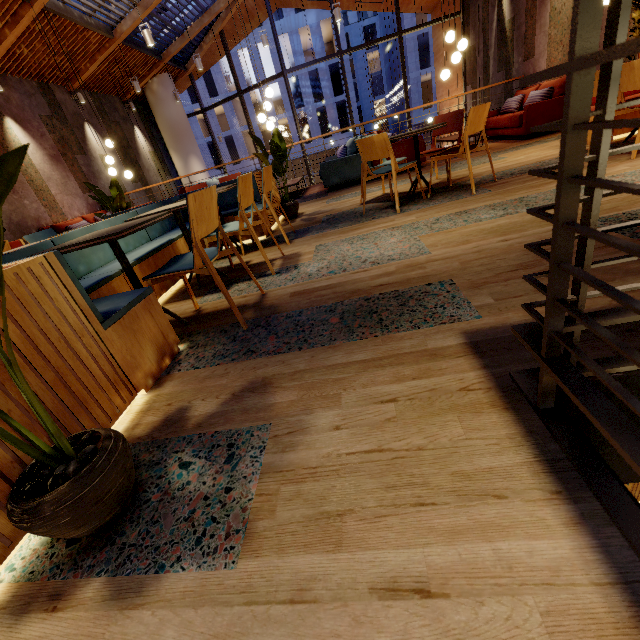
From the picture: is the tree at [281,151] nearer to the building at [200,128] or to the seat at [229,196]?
the seat at [229,196]

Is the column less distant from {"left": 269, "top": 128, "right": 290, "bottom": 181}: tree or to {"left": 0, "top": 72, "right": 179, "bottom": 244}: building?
{"left": 0, "top": 72, "right": 179, "bottom": 244}: building

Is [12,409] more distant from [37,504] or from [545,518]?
[545,518]

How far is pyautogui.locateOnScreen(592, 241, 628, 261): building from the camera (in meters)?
1.73

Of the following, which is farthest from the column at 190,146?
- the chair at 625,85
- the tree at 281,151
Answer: the chair at 625,85

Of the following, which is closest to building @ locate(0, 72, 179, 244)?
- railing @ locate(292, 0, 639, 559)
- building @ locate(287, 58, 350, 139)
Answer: railing @ locate(292, 0, 639, 559)

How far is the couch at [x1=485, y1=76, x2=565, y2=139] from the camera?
6.0 meters

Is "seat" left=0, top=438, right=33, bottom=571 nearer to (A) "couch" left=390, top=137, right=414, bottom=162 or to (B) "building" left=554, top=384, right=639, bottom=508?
(B) "building" left=554, top=384, right=639, bottom=508
